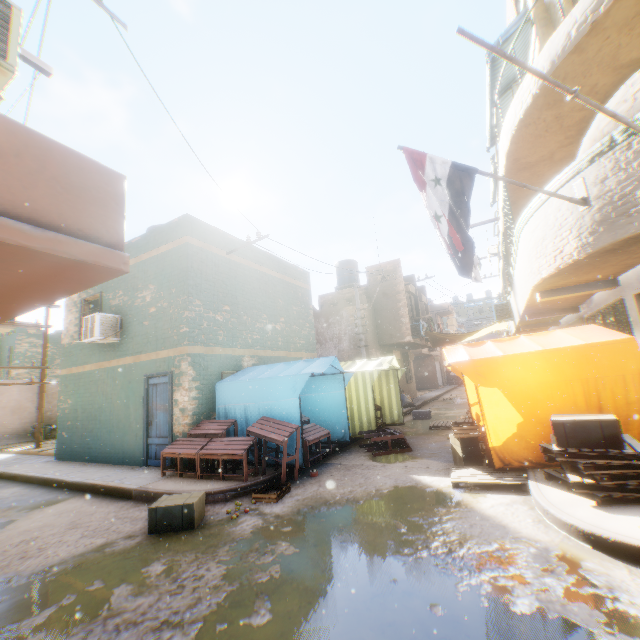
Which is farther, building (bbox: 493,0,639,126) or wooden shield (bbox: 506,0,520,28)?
wooden shield (bbox: 506,0,520,28)

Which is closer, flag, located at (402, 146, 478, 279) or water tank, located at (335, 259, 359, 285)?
flag, located at (402, 146, 478, 279)

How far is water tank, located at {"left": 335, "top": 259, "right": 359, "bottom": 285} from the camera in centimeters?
2212cm

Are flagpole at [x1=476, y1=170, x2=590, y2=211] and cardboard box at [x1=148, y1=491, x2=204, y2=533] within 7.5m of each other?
yes

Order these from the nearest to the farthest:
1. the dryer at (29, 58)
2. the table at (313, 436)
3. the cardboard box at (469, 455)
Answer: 1. the dryer at (29, 58)
2. the cardboard box at (469, 455)
3. the table at (313, 436)

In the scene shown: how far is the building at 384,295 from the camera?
18.4 meters

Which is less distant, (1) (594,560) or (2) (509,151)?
(1) (594,560)

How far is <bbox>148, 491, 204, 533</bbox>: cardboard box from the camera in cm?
505
